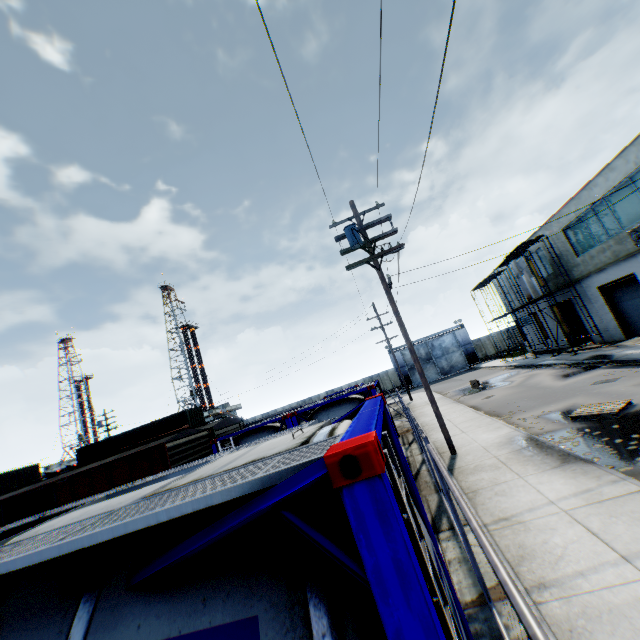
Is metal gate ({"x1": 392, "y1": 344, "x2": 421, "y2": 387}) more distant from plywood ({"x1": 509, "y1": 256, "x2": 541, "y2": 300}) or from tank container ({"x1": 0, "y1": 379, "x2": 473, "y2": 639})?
tank container ({"x1": 0, "y1": 379, "x2": 473, "y2": 639})

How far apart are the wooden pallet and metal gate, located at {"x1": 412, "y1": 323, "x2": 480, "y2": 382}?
36.18m

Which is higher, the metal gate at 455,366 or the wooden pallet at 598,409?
the metal gate at 455,366

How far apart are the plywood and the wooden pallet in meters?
15.6 m

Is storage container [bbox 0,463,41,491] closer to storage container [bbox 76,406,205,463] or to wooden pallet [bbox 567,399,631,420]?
storage container [bbox 76,406,205,463]

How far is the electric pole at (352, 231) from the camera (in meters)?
10.91

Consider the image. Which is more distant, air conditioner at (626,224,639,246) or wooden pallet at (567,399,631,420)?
air conditioner at (626,224,639,246)

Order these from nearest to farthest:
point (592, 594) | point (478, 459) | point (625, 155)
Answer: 1. point (592, 594)
2. point (478, 459)
3. point (625, 155)
